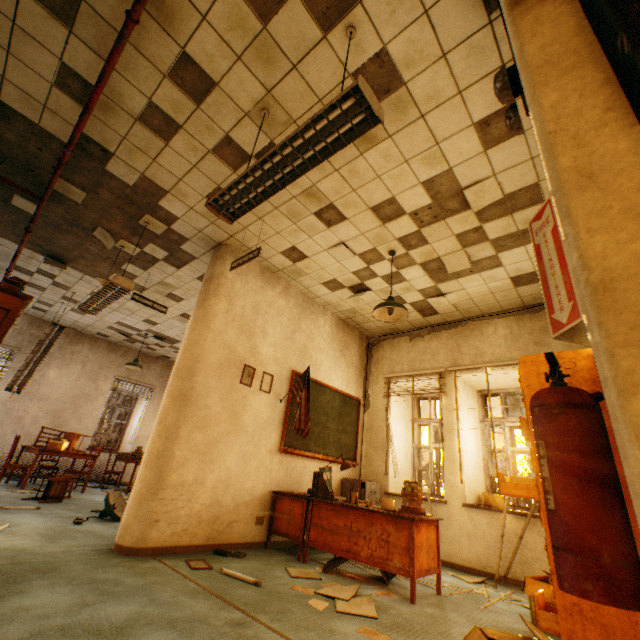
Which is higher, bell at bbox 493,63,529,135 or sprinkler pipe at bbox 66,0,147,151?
sprinkler pipe at bbox 66,0,147,151

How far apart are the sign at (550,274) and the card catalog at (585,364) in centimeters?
102cm

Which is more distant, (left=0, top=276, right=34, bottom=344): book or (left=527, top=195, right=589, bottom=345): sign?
(left=0, top=276, right=34, bottom=344): book

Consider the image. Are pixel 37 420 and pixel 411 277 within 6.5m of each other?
no

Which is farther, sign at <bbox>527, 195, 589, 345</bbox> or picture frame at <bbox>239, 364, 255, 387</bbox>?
picture frame at <bbox>239, 364, 255, 387</bbox>

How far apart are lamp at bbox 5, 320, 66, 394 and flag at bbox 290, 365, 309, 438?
5.40m

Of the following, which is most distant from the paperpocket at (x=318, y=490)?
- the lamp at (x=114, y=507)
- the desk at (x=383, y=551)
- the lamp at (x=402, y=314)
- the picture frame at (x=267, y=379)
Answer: the lamp at (x=114, y=507)

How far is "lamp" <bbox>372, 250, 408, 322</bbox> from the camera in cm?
406
